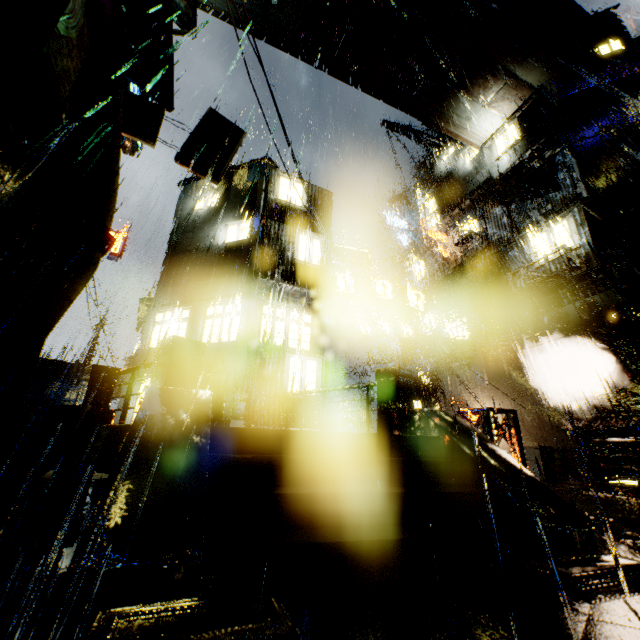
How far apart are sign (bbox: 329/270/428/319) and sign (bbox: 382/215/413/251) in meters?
15.2 m

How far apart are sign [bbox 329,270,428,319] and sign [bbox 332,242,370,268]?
0.7 meters

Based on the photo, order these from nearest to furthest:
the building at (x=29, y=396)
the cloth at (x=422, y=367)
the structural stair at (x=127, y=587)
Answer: the structural stair at (x=127, y=587), the building at (x=29, y=396), the cloth at (x=422, y=367)

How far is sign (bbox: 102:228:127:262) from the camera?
19.1m

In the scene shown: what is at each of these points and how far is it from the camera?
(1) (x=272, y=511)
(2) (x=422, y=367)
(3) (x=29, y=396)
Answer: (1) stairs, 3.57m
(2) cloth, 22.89m
(3) building, 23.88m

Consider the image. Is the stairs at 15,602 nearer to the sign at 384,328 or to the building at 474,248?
the building at 474,248

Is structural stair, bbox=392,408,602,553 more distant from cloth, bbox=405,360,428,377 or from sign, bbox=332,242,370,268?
cloth, bbox=405,360,428,377

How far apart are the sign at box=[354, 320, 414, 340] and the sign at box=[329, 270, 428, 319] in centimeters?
958cm
